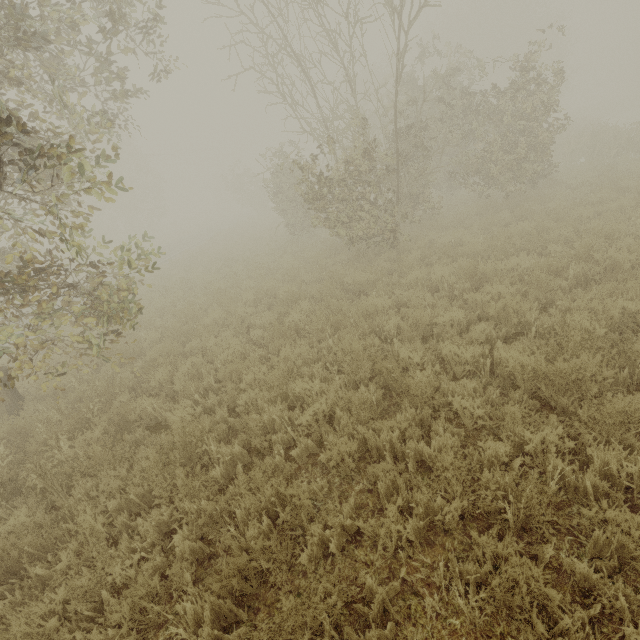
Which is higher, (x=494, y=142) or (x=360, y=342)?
(x=494, y=142)

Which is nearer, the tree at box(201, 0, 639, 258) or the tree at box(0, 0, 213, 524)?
the tree at box(0, 0, 213, 524)

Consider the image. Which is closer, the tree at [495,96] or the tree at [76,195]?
the tree at [76,195]
